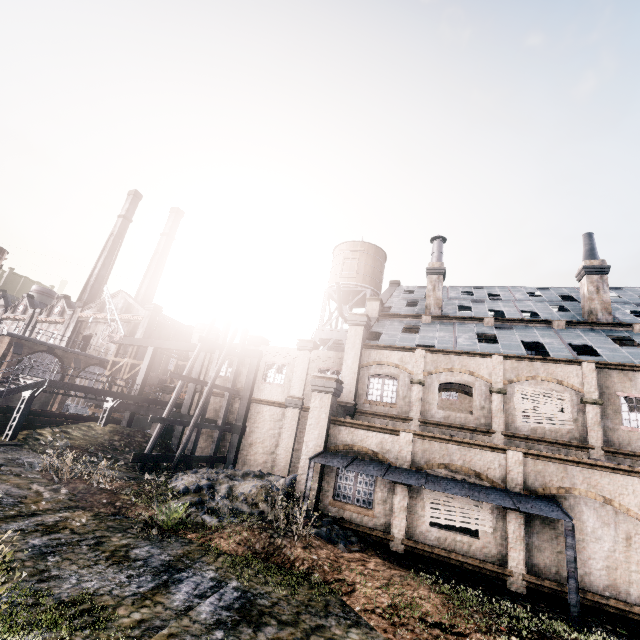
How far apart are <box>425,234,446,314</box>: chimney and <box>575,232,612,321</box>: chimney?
9.47m

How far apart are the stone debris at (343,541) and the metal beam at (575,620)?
7.07m

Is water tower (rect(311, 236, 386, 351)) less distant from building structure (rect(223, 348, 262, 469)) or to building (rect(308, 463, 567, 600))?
building (rect(308, 463, 567, 600))

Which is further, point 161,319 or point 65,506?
point 161,319

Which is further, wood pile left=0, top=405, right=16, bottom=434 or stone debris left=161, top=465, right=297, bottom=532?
wood pile left=0, top=405, right=16, bottom=434

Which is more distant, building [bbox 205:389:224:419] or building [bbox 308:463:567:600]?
building [bbox 205:389:224:419]

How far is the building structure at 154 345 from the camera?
29.25m

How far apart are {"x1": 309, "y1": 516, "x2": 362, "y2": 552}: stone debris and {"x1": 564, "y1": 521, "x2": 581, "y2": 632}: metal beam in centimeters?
707cm
